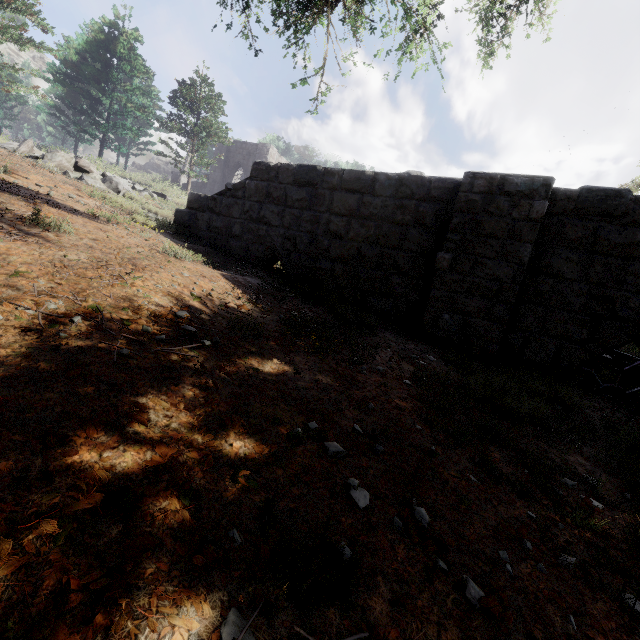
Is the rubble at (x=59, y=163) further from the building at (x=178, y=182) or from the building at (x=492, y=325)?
the building at (x=178, y=182)

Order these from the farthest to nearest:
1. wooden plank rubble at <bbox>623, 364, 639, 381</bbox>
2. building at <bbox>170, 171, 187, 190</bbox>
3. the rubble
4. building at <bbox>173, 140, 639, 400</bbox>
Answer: building at <bbox>170, 171, 187, 190</bbox> < the rubble < wooden plank rubble at <bbox>623, 364, 639, 381</bbox> < building at <bbox>173, 140, 639, 400</bbox>

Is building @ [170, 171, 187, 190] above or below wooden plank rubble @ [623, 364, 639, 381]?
above

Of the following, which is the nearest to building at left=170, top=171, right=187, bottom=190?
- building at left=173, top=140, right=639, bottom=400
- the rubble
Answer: building at left=173, top=140, right=639, bottom=400

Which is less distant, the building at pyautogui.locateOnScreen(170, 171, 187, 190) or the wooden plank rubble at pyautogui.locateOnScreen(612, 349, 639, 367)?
the wooden plank rubble at pyautogui.locateOnScreen(612, 349, 639, 367)

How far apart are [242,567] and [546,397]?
4.4 meters

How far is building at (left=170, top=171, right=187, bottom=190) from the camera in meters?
18.4 m
